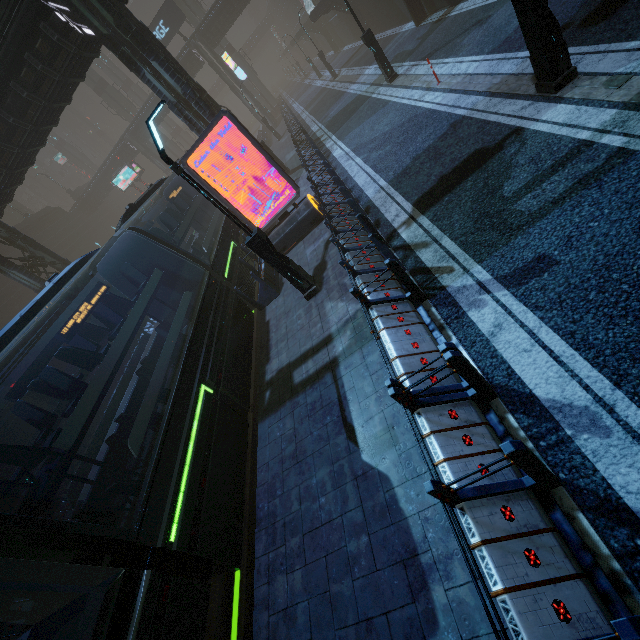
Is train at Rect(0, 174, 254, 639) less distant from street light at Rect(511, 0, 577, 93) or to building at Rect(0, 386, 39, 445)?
building at Rect(0, 386, 39, 445)

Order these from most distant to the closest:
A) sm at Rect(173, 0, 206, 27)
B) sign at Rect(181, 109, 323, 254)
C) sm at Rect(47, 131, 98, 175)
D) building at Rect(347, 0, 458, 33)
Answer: sm at Rect(47, 131, 98, 175)
sm at Rect(173, 0, 206, 27)
building at Rect(347, 0, 458, 33)
sign at Rect(181, 109, 323, 254)

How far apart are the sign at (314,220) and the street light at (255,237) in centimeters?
347cm

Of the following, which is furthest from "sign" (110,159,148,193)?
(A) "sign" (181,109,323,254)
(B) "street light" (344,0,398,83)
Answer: (A) "sign" (181,109,323,254)

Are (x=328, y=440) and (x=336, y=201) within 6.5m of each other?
no

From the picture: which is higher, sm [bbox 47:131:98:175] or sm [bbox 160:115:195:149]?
sm [bbox 47:131:98:175]

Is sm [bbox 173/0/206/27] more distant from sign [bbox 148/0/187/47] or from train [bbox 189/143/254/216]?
sign [bbox 148/0/187/47]

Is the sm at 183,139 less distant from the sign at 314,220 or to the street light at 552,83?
the street light at 552,83
